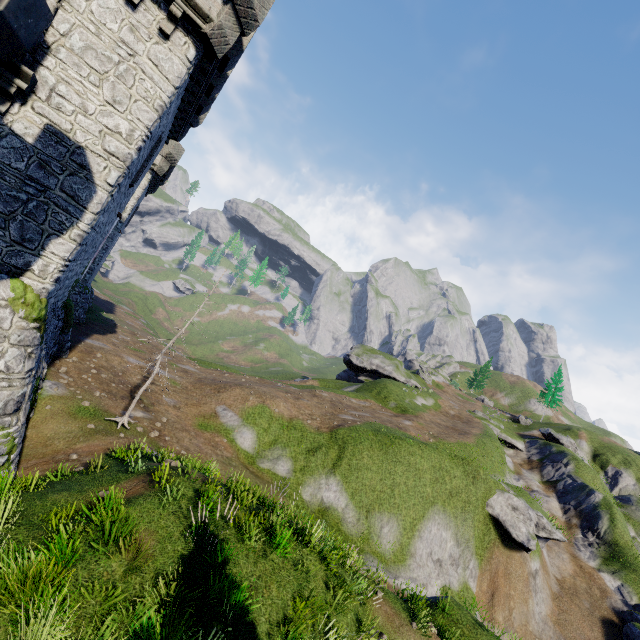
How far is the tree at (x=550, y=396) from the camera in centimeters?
5466cm

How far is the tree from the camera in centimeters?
5466cm

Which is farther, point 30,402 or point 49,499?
point 30,402

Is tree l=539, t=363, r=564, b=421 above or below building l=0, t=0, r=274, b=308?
above

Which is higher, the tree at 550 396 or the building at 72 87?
the tree at 550 396

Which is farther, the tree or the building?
the tree
